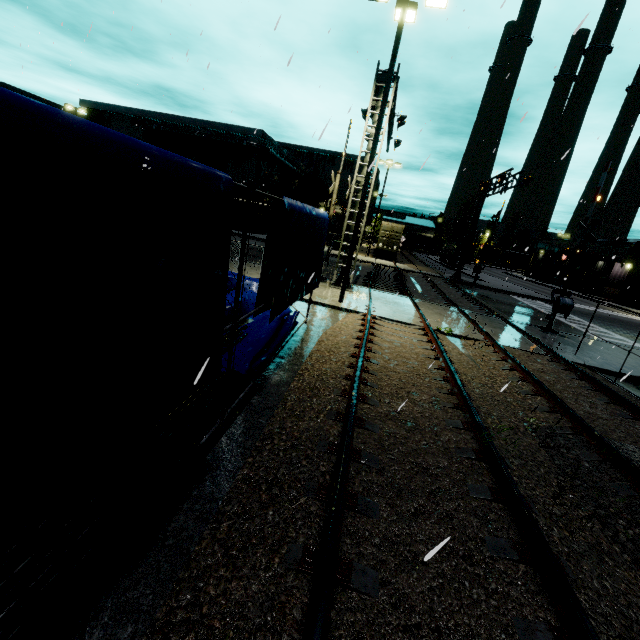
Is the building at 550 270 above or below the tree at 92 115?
below

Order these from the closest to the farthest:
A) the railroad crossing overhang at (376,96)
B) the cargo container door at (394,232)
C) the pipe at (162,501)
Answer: the pipe at (162,501) → the railroad crossing overhang at (376,96) → the cargo container door at (394,232)

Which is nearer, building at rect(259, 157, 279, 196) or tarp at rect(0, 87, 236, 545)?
tarp at rect(0, 87, 236, 545)

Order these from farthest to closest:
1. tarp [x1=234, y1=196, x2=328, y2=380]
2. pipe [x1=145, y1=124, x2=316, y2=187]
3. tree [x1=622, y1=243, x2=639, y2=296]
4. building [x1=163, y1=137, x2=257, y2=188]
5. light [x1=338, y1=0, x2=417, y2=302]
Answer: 1. tree [x1=622, y1=243, x2=639, y2=296]
2. building [x1=163, y1=137, x2=257, y2=188]
3. pipe [x1=145, y1=124, x2=316, y2=187]
4. light [x1=338, y1=0, x2=417, y2=302]
5. tarp [x1=234, y1=196, x2=328, y2=380]

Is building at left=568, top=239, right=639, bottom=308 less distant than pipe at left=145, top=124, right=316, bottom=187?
No

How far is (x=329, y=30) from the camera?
7.6 meters

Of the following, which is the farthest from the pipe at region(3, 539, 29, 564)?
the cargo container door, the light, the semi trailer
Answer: the cargo container door

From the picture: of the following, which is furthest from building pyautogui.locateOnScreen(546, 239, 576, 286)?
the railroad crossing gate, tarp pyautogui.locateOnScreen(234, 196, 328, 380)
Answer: the railroad crossing gate
